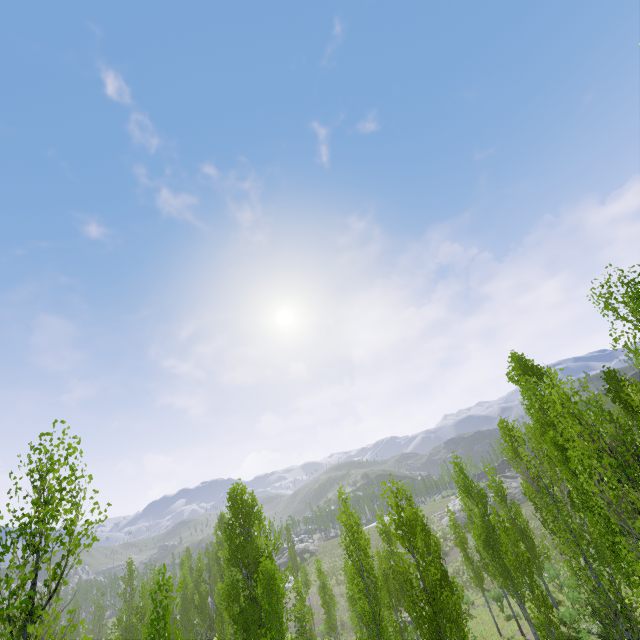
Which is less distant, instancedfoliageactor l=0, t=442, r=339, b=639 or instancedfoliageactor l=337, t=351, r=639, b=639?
instancedfoliageactor l=0, t=442, r=339, b=639

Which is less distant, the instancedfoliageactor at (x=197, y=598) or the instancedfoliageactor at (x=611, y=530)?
the instancedfoliageactor at (x=197, y=598)

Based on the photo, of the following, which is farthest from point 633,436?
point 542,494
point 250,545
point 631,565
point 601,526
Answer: point 250,545
